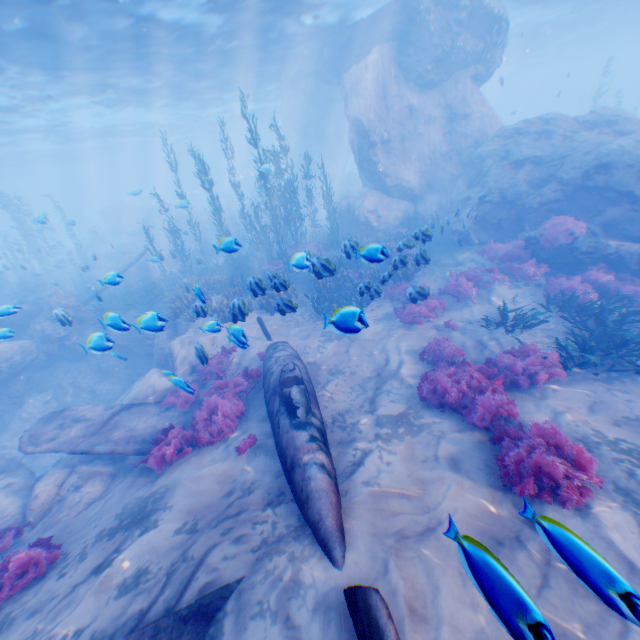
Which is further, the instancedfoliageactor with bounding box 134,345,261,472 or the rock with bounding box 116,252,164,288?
the rock with bounding box 116,252,164,288

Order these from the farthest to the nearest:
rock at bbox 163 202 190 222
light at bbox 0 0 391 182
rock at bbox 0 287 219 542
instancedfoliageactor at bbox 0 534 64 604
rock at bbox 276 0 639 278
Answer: rock at bbox 163 202 190 222 → light at bbox 0 0 391 182 → rock at bbox 276 0 639 278 → rock at bbox 0 287 219 542 → instancedfoliageactor at bbox 0 534 64 604

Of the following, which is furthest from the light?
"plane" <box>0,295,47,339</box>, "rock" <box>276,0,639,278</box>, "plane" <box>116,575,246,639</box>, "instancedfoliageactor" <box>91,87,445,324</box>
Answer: "plane" <box>116,575,246,639</box>

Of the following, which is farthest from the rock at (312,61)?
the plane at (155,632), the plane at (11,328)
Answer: the plane at (155,632)

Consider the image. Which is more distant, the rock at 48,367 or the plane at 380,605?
the rock at 48,367

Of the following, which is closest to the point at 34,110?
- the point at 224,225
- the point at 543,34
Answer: the point at 224,225

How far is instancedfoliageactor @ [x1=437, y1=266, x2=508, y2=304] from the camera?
11.4m

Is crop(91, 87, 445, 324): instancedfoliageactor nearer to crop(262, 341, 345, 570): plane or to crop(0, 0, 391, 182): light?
crop(262, 341, 345, 570): plane
